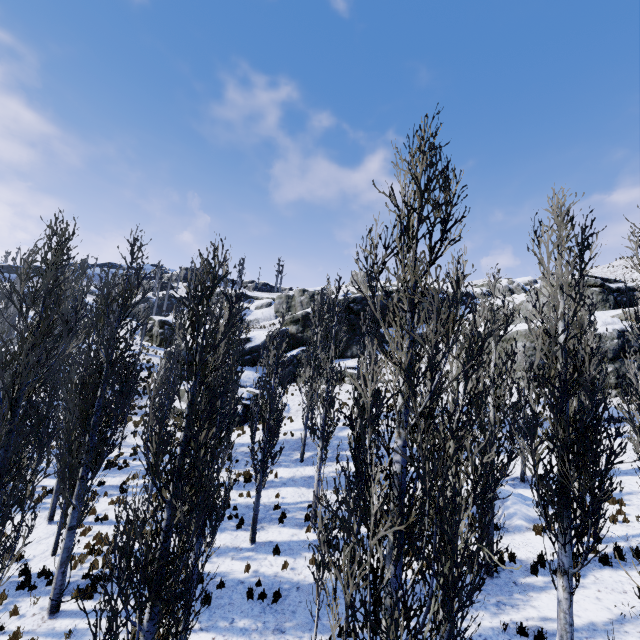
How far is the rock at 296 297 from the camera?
34.78m

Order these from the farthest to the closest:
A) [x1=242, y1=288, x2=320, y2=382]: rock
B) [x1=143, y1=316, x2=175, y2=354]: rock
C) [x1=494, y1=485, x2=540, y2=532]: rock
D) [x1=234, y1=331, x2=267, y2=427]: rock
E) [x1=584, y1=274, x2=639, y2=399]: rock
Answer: [x1=143, y1=316, x2=175, y2=354]: rock, [x1=242, y1=288, x2=320, y2=382]: rock, [x1=234, y1=331, x2=267, y2=427]: rock, [x1=584, y1=274, x2=639, y2=399]: rock, [x1=494, y1=485, x2=540, y2=532]: rock

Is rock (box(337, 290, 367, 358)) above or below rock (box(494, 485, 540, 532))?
above

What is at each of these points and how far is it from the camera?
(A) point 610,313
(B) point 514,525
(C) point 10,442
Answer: (A) rock, 28.23m
(B) rock, 12.74m
(C) instancedfoliageactor, 6.30m

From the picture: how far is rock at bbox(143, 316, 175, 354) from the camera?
42.0m

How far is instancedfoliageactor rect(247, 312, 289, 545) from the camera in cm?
1303
